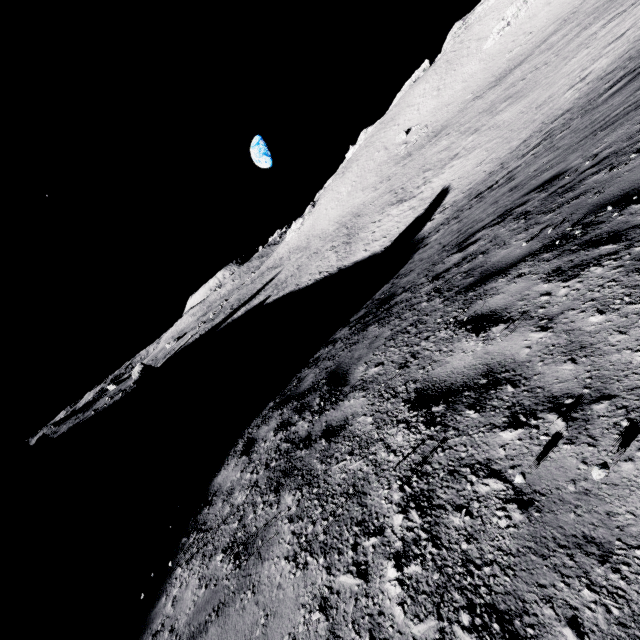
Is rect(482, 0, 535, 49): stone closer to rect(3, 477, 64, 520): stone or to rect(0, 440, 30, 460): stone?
rect(3, 477, 64, 520): stone

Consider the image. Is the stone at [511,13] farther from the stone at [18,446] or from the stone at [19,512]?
the stone at [18,446]

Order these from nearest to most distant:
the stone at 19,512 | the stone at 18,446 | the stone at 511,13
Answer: the stone at 19,512
the stone at 511,13
the stone at 18,446

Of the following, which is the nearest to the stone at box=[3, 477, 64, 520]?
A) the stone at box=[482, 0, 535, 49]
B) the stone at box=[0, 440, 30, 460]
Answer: the stone at box=[0, 440, 30, 460]

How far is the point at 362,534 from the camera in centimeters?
214cm

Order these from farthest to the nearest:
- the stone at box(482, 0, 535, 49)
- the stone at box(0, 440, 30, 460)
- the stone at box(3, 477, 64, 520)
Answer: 1. the stone at box(0, 440, 30, 460)
2. the stone at box(482, 0, 535, 49)
3. the stone at box(3, 477, 64, 520)
